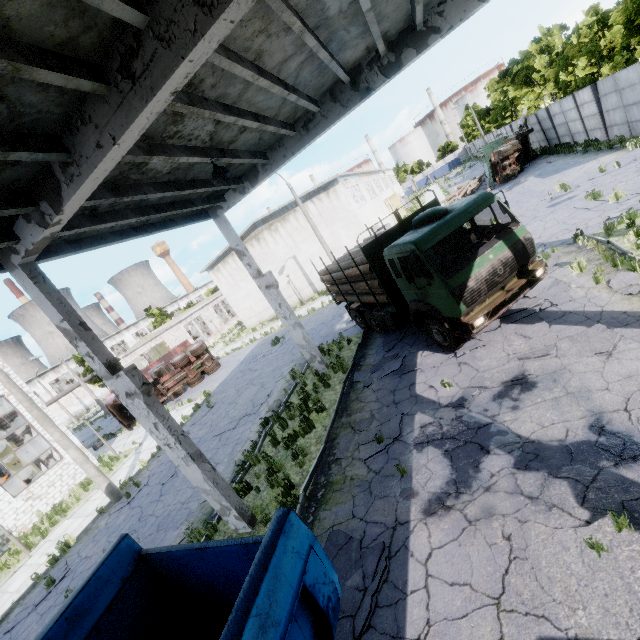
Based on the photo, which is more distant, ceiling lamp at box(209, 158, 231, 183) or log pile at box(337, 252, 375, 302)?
log pile at box(337, 252, 375, 302)

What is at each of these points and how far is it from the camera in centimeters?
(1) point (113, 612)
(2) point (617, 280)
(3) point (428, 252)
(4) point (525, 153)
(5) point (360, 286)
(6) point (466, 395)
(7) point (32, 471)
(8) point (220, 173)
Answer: (1) truck, 359cm
(2) asphalt debris, 823cm
(3) truck, 1016cm
(4) truck, 3083cm
(5) log pile, 1193cm
(6) asphalt debris, 767cm
(7) door, 2828cm
(8) ceiling lamp, 782cm

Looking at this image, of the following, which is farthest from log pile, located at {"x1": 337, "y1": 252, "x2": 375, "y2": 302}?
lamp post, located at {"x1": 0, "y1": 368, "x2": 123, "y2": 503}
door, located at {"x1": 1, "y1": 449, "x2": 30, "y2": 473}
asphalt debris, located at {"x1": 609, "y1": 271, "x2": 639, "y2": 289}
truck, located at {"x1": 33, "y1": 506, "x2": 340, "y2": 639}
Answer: door, located at {"x1": 1, "y1": 449, "x2": 30, "y2": 473}

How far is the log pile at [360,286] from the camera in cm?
1169

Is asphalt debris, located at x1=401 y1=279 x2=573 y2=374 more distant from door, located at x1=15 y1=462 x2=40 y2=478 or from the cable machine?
door, located at x1=15 y1=462 x2=40 y2=478

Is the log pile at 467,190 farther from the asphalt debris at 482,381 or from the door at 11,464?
the door at 11,464

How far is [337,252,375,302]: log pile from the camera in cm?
1169

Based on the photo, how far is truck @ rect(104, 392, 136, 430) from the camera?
24.0 meters
